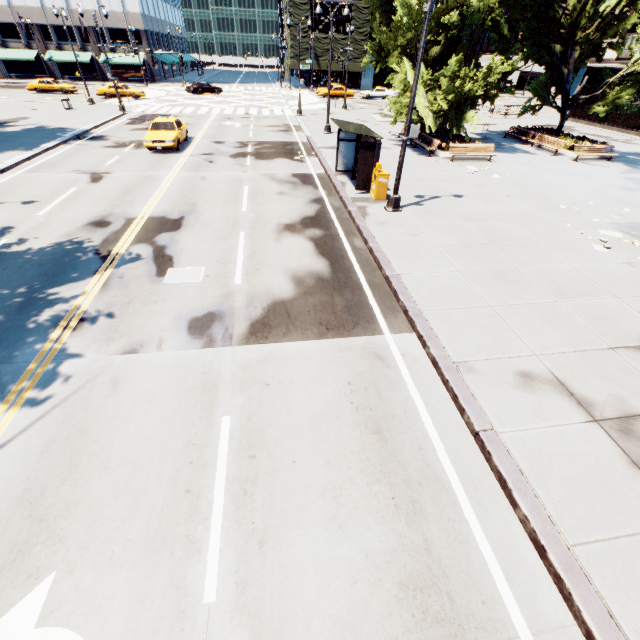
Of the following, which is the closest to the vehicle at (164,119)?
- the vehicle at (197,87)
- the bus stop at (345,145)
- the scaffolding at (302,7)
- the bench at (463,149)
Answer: → the bus stop at (345,145)

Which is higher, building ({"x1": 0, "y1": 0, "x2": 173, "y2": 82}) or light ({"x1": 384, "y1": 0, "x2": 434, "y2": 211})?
building ({"x1": 0, "y1": 0, "x2": 173, "y2": 82})

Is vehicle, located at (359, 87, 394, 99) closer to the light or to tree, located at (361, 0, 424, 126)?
tree, located at (361, 0, 424, 126)

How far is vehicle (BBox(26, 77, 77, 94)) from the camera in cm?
3966

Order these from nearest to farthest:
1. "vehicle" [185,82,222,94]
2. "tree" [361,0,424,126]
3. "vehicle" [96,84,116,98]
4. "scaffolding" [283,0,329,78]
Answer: "tree" [361,0,424,126]
"vehicle" [96,84,116,98]
"vehicle" [185,82,222,94]
"scaffolding" [283,0,329,78]

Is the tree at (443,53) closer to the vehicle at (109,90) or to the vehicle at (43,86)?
the vehicle at (109,90)

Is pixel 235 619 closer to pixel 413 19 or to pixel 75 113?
pixel 413 19

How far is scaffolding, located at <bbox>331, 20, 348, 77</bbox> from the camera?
53.56m
